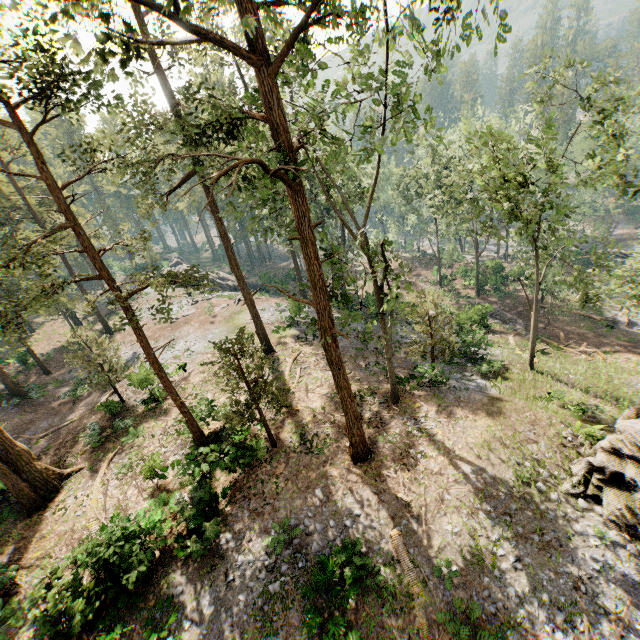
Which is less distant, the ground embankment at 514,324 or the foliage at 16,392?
the foliage at 16,392

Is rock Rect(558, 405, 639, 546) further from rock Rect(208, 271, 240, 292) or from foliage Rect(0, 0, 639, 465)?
rock Rect(208, 271, 240, 292)

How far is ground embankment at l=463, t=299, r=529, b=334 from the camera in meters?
31.5 m

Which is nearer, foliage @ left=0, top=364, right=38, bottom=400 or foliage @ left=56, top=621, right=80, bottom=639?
foliage @ left=56, top=621, right=80, bottom=639

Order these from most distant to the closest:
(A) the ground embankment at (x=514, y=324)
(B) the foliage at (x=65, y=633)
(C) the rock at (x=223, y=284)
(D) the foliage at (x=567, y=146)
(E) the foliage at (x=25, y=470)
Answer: (C) the rock at (x=223, y=284), (A) the ground embankment at (x=514, y=324), (E) the foliage at (x=25, y=470), (B) the foliage at (x=65, y=633), (D) the foliage at (x=567, y=146)

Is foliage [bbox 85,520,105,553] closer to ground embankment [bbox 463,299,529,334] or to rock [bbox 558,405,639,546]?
rock [bbox 558,405,639,546]

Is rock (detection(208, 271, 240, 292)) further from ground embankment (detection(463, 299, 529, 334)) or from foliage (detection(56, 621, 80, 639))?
ground embankment (detection(463, 299, 529, 334))

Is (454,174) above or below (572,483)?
above
